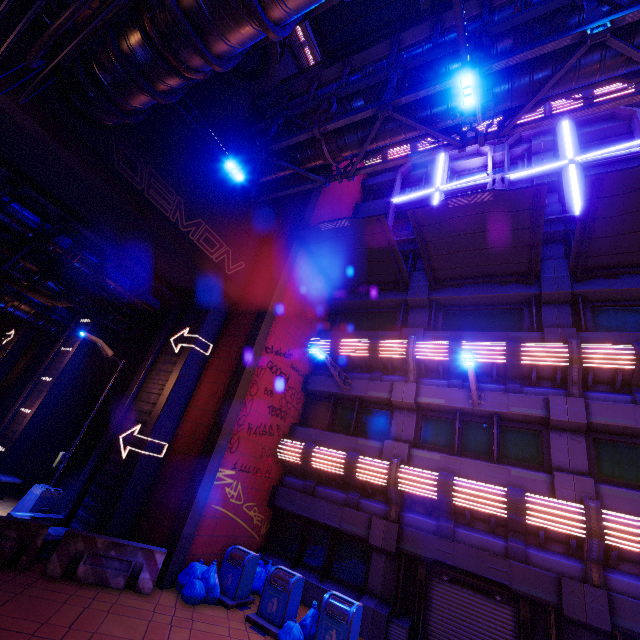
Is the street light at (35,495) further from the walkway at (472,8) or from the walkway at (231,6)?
the walkway at (472,8)

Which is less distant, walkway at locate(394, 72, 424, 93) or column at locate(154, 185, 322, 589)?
column at locate(154, 185, 322, 589)

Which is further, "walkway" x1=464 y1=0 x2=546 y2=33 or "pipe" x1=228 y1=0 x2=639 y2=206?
"walkway" x1=464 y1=0 x2=546 y2=33

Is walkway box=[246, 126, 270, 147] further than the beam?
Yes

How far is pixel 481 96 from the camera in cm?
908

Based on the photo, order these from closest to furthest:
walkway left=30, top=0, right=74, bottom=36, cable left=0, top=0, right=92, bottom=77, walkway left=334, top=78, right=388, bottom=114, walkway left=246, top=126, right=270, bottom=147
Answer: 1. cable left=0, top=0, right=92, bottom=77
2. walkway left=30, top=0, right=74, bottom=36
3. walkway left=334, top=78, right=388, bottom=114
4. walkway left=246, top=126, right=270, bottom=147

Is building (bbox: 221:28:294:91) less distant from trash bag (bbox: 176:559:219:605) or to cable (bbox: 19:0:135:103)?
cable (bbox: 19:0:135:103)

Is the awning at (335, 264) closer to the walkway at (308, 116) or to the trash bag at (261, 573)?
the walkway at (308, 116)
